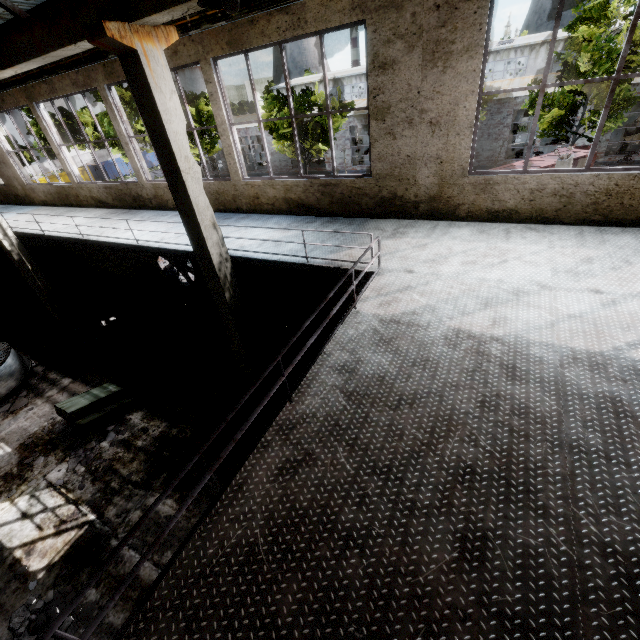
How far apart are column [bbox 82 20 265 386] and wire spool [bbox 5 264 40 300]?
13.2m

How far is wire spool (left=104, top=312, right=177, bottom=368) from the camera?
10.4 meters

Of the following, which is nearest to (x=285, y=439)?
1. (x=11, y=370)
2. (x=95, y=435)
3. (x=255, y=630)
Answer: (x=255, y=630)

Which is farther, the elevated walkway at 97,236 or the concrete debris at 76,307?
the concrete debris at 76,307

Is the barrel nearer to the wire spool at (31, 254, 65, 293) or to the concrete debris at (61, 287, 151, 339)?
the concrete debris at (61, 287, 151, 339)

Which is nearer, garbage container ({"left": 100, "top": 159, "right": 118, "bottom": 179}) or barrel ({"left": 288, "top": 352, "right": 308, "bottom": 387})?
barrel ({"left": 288, "top": 352, "right": 308, "bottom": 387})

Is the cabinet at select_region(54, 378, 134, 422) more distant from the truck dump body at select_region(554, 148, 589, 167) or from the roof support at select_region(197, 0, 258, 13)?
the truck dump body at select_region(554, 148, 589, 167)

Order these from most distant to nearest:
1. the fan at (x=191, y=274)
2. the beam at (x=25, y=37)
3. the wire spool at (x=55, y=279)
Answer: the wire spool at (x=55, y=279) < the fan at (x=191, y=274) < the beam at (x=25, y=37)
